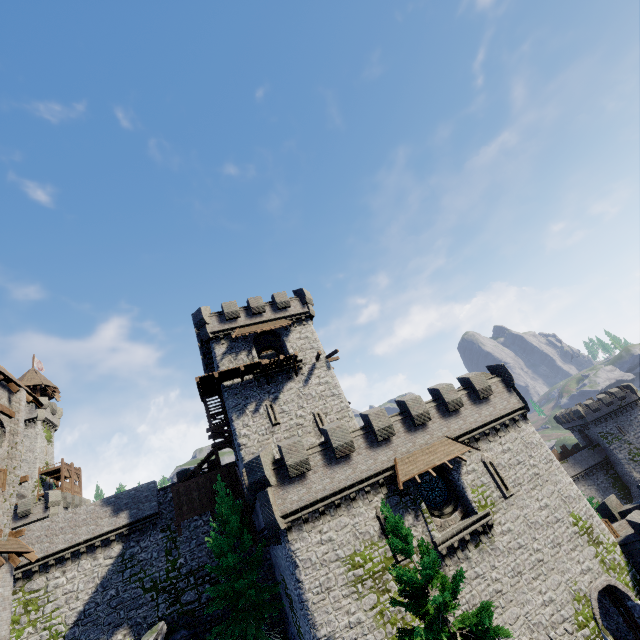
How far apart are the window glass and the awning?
1.3m

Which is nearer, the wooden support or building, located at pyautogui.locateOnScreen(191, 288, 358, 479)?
building, located at pyautogui.locateOnScreen(191, 288, 358, 479)

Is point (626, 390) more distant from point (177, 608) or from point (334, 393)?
point (177, 608)

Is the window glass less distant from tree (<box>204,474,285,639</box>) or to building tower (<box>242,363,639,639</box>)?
building tower (<box>242,363,639,639</box>)

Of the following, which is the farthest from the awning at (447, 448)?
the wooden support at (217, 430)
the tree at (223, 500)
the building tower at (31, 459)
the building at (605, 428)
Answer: the building at (605, 428)

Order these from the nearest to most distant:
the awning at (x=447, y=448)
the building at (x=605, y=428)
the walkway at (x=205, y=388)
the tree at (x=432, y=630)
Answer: the tree at (x=432, y=630) < the awning at (x=447, y=448) < the walkway at (x=205, y=388) < the building at (x=605, y=428)

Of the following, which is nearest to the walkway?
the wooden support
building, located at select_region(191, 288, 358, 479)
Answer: building, located at select_region(191, 288, 358, 479)

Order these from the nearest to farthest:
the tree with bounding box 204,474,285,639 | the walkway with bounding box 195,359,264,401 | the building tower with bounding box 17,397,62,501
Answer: the tree with bounding box 204,474,285,639 → the walkway with bounding box 195,359,264,401 → the building tower with bounding box 17,397,62,501
